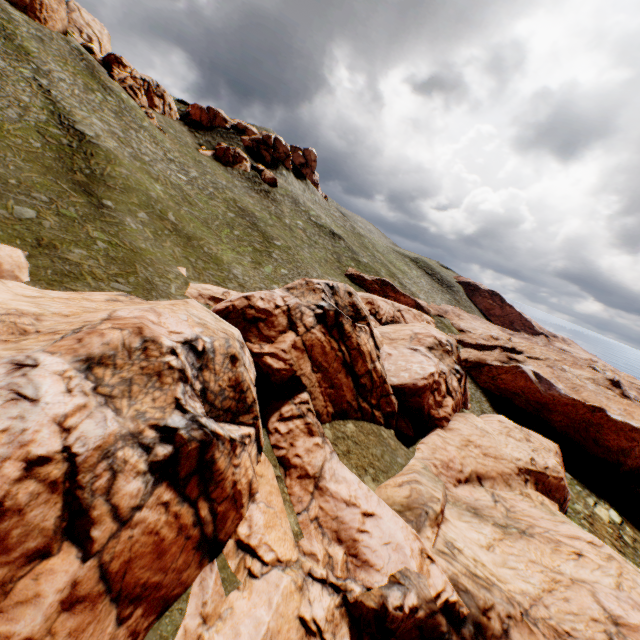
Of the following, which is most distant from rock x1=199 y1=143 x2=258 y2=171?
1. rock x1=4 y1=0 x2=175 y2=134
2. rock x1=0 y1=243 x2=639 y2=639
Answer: rock x1=0 y1=243 x2=639 y2=639

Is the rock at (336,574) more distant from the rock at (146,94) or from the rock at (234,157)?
the rock at (146,94)

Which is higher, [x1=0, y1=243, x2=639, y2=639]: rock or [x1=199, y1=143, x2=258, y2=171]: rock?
[x1=199, y1=143, x2=258, y2=171]: rock

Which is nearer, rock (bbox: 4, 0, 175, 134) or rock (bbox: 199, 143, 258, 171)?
rock (bbox: 4, 0, 175, 134)

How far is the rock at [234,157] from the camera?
57.5 meters

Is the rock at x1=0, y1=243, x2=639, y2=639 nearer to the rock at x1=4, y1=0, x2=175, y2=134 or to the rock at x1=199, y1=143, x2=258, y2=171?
the rock at x1=199, y1=143, x2=258, y2=171

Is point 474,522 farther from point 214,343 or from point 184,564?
point 214,343

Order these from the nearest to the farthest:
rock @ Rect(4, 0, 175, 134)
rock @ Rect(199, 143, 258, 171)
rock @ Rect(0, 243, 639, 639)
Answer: rock @ Rect(0, 243, 639, 639)
rock @ Rect(4, 0, 175, 134)
rock @ Rect(199, 143, 258, 171)
